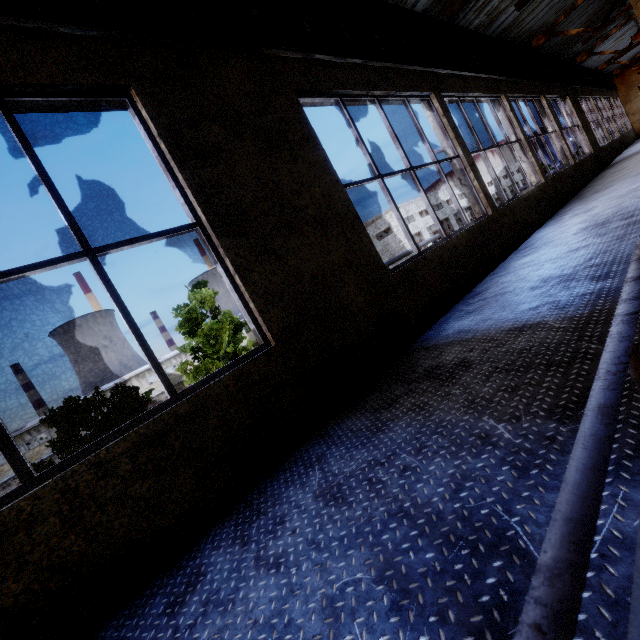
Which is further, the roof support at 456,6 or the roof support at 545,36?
the roof support at 545,36

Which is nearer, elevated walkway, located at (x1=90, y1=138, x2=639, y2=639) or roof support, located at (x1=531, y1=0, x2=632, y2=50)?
elevated walkway, located at (x1=90, y1=138, x2=639, y2=639)

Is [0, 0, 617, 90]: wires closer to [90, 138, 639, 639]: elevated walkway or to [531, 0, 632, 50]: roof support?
[531, 0, 632, 50]: roof support

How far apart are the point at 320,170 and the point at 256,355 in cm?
247

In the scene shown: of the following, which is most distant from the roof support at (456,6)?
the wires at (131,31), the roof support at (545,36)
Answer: the roof support at (545,36)

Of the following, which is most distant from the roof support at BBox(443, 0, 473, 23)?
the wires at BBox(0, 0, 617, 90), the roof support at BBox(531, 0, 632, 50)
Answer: the roof support at BBox(531, 0, 632, 50)

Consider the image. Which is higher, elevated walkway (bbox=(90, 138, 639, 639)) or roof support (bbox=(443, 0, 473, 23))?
roof support (bbox=(443, 0, 473, 23))
